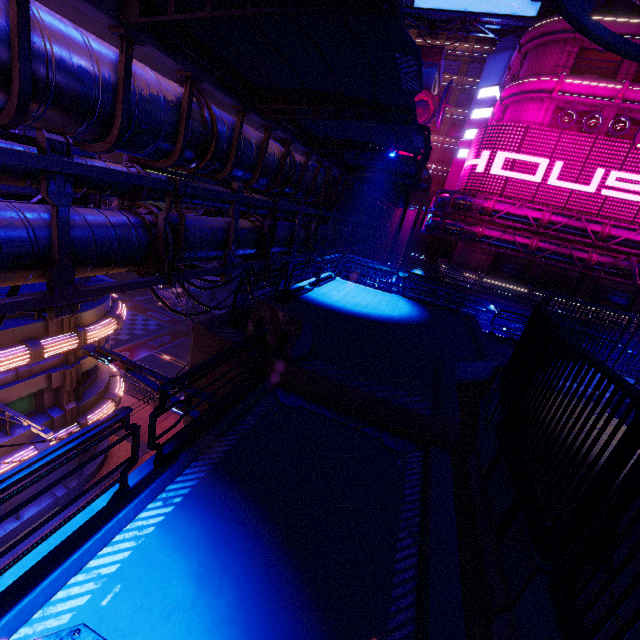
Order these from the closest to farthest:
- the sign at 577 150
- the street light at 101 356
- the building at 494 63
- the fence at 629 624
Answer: the fence at 629 624
the street light at 101 356
the sign at 577 150
the building at 494 63

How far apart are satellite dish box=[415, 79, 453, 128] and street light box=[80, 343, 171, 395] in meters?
44.1

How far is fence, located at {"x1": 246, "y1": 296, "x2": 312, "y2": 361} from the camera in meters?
6.6

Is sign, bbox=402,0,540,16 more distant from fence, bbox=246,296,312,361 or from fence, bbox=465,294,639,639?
fence, bbox=465,294,639,639

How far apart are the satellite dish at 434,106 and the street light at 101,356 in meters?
44.1 m

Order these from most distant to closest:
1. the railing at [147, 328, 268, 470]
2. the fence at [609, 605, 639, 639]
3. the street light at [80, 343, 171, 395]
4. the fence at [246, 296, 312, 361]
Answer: the fence at [246, 296, 312, 361]
the street light at [80, 343, 171, 395]
the railing at [147, 328, 268, 470]
the fence at [609, 605, 639, 639]

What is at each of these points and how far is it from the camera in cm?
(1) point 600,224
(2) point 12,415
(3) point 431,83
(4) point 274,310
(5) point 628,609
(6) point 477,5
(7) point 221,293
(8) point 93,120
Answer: (1) pipe, 2934
(2) street light, 1092
(3) building, 3956
(4) fence, 698
(5) pod, 339
(6) sign, 3472
(7) pillar, 3544
(8) walkway, 548

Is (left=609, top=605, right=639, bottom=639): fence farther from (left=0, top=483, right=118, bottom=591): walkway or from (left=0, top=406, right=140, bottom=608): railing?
(left=0, top=406, right=140, bottom=608): railing
